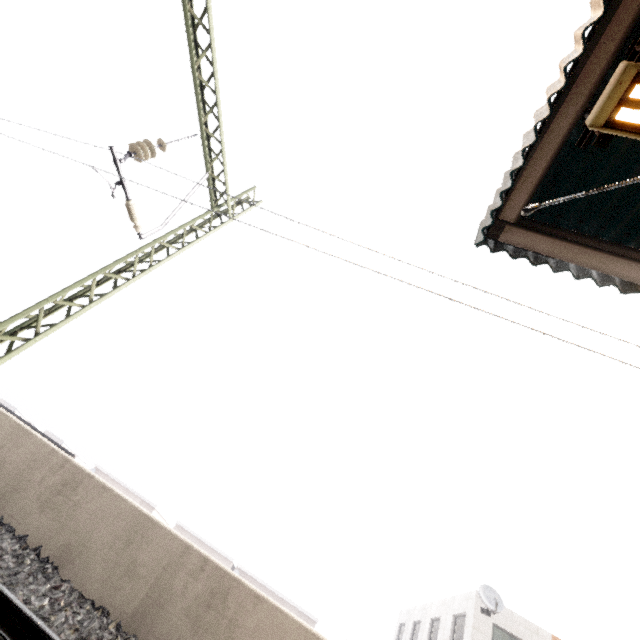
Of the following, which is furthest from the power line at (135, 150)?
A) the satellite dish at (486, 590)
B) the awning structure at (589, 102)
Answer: the satellite dish at (486, 590)

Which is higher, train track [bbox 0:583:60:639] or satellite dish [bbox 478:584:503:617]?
satellite dish [bbox 478:584:503:617]

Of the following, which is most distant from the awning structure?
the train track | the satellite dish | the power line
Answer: the satellite dish

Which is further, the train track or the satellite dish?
the satellite dish

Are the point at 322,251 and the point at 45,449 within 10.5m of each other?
yes

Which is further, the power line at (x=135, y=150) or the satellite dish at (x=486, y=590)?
the satellite dish at (x=486, y=590)

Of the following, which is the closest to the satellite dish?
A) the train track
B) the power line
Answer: the train track
